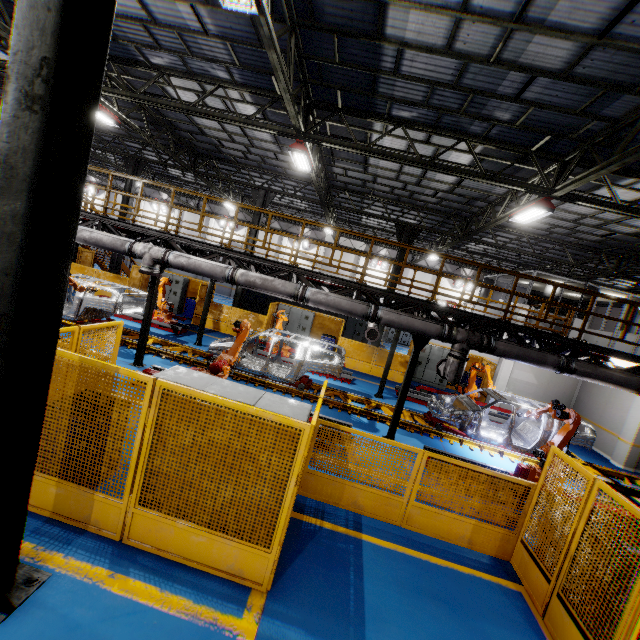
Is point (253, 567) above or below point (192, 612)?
above

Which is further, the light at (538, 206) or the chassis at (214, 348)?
the chassis at (214, 348)

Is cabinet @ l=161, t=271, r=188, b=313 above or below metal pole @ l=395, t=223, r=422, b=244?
below

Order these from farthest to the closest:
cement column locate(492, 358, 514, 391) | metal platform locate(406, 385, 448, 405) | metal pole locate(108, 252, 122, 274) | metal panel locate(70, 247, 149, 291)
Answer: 1. metal pole locate(108, 252, 122, 274)
2. metal panel locate(70, 247, 149, 291)
3. cement column locate(492, 358, 514, 391)
4. metal platform locate(406, 385, 448, 405)

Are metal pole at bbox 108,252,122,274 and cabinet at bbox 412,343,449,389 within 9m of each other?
no

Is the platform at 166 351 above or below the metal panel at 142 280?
below

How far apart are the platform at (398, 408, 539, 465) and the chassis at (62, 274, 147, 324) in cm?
1

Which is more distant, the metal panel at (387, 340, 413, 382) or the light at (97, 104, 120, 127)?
the metal panel at (387, 340, 413, 382)
